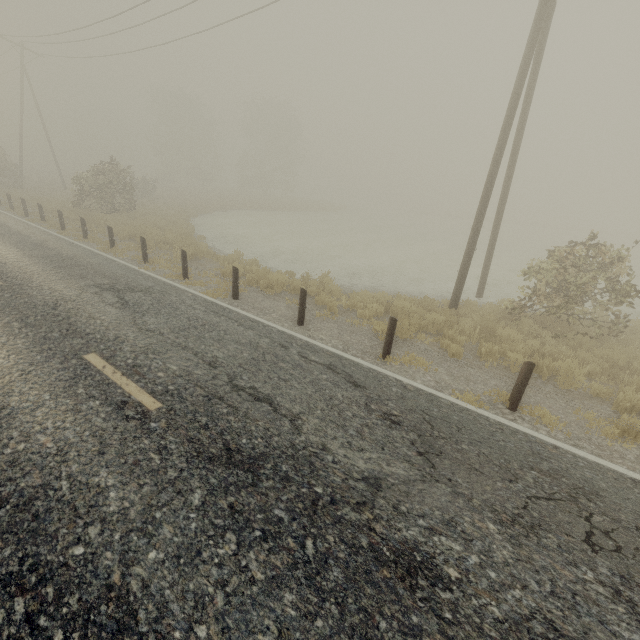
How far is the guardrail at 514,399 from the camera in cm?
565

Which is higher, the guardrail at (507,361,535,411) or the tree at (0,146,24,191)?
the tree at (0,146,24,191)

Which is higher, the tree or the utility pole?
the utility pole

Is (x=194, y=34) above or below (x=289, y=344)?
above

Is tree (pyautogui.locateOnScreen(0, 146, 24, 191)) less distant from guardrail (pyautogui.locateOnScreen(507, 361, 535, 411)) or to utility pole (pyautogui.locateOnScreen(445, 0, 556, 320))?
utility pole (pyautogui.locateOnScreen(445, 0, 556, 320))

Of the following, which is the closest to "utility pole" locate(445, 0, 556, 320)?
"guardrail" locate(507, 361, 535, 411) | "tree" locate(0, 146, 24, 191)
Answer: "guardrail" locate(507, 361, 535, 411)

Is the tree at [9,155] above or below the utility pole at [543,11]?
below

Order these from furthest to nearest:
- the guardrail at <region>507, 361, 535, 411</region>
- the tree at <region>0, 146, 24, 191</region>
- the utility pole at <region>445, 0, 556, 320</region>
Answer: the tree at <region>0, 146, 24, 191</region> → the utility pole at <region>445, 0, 556, 320</region> → the guardrail at <region>507, 361, 535, 411</region>
